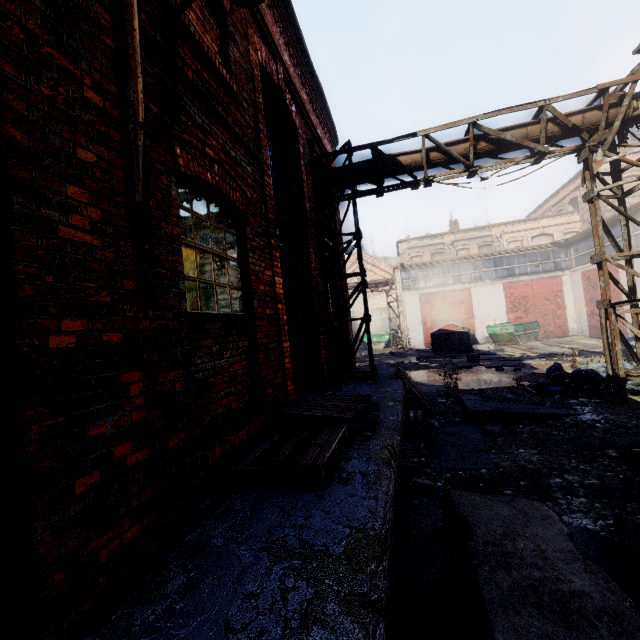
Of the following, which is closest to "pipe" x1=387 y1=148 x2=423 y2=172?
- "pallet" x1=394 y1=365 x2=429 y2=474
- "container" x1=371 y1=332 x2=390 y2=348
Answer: "pallet" x1=394 y1=365 x2=429 y2=474

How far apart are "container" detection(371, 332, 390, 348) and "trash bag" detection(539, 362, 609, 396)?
20.12m

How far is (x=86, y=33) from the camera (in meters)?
1.92

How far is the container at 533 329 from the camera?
19.8 meters

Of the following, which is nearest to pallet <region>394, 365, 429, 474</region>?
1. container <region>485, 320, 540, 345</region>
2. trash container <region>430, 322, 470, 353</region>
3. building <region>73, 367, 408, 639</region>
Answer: building <region>73, 367, 408, 639</region>

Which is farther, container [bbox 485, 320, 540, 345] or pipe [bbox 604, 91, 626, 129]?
container [bbox 485, 320, 540, 345]

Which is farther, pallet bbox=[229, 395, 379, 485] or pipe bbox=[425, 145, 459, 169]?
pipe bbox=[425, 145, 459, 169]

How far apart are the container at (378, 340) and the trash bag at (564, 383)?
20.1 meters
